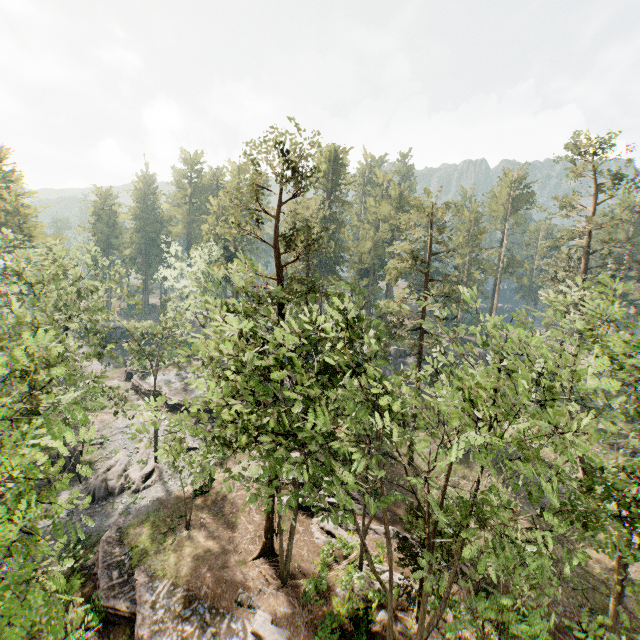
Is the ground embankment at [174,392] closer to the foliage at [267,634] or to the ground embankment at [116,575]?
the foliage at [267,634]

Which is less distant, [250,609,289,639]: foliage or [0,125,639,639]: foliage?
[0,125,639,639]: foliage

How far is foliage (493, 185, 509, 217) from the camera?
57.9m

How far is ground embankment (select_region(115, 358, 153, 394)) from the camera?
42.2 meters

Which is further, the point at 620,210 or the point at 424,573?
the point at 620,210

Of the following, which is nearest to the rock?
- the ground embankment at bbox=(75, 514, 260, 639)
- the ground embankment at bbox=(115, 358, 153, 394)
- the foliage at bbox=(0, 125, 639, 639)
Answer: the foliage at bbox=(0, 125, 639, 639)

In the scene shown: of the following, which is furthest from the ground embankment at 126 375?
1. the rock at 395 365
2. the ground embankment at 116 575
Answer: the rock at 395 365

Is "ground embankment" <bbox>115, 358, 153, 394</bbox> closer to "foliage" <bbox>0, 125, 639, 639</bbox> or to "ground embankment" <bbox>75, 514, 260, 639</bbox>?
"foliage" <bbox>0, 125, 639, 639</bbox>
